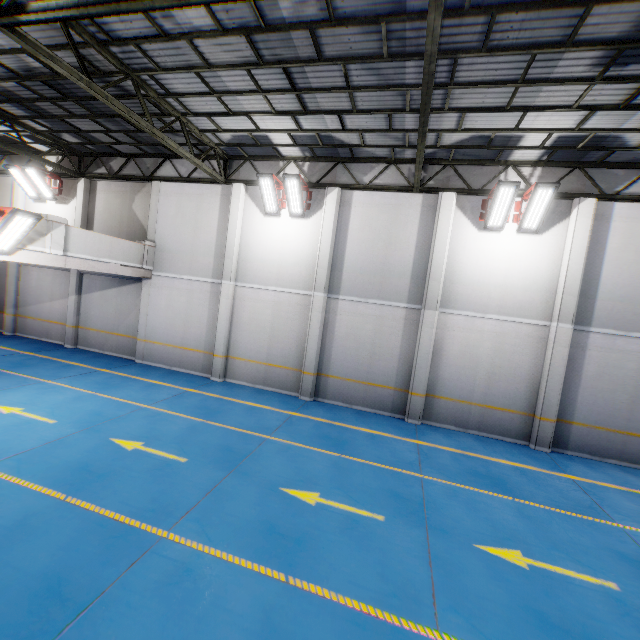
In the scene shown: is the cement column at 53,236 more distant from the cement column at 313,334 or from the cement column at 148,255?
the cement column at 313,334

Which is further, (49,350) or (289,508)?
(49,350)

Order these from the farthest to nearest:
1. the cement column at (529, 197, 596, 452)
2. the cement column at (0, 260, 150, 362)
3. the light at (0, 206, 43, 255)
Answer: the cement column at (0, 260, 150, 362) → the cement column at (529, 197, 596, 452) → the light at (0, 206, 43, 255)

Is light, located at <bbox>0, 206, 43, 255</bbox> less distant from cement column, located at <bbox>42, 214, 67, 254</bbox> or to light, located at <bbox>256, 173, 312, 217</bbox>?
cement column, located at <bbox>42, 214, 67, 254</bbox>

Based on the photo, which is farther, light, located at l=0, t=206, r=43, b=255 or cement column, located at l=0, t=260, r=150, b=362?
cement column, located at l=0, t=260, r=150, b=362

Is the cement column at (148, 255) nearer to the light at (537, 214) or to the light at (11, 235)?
the light at (11, 235)

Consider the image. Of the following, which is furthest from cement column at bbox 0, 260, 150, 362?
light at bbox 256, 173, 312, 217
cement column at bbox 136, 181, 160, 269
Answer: light at bbox 256, 173, 312, 217

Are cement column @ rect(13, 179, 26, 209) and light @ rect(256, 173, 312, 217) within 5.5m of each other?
no
